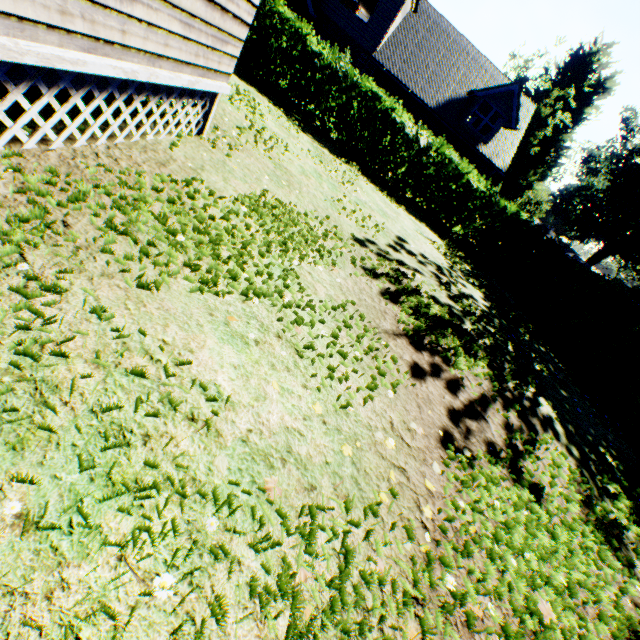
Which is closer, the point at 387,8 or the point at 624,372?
the point at 624,372

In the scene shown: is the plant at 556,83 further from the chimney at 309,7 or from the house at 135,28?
the house at 135,28

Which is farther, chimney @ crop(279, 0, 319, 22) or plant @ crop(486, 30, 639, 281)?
plant @ crop(486, 30, 639, 281)

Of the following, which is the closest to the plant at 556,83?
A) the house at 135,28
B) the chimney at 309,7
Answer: the chimney at 309,7

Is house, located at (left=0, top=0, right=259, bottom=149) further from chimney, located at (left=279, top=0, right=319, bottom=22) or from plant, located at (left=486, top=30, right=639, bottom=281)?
plant, located at (left=486, top=30, right=639, bottom=281)

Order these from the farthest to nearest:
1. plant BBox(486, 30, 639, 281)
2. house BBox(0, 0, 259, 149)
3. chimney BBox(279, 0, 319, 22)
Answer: plant BBox(486, 30, 639, 281) < chimney BBox(279, 0, 319, 22) < house BBox(0, 0, 259, 149)

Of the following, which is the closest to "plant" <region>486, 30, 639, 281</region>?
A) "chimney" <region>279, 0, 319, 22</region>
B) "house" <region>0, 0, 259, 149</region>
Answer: "chimney" <region>279, 0, 319, 22</region>
